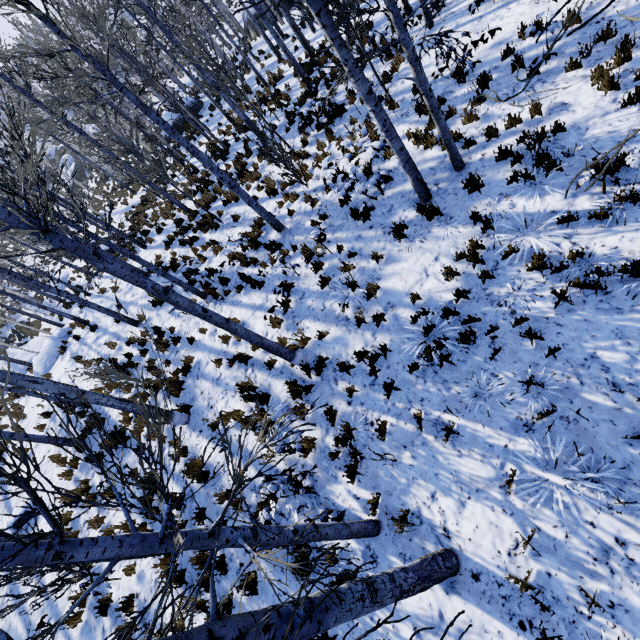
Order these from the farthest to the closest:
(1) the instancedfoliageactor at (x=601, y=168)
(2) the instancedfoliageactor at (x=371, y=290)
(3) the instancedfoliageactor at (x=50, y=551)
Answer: (2) the instancedfoliageactor at (x=371, y=290) → (3) the instancedfoliageactor at (x=50, y=551) → (1) the instancedfoliageactor at (x=601, y=168)

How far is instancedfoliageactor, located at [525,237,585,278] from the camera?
4.9m

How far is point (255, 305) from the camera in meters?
8.8

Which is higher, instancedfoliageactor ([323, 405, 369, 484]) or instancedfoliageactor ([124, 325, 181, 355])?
instancedfoliageactor ([124, 325, 181, 355])

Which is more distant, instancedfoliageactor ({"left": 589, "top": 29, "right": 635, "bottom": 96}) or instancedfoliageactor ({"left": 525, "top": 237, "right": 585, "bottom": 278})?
instancedfoliageactor ({"left": 589, "top": 29, "right": 635, "bottom": 96})

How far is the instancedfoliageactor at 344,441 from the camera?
5.4 meters
